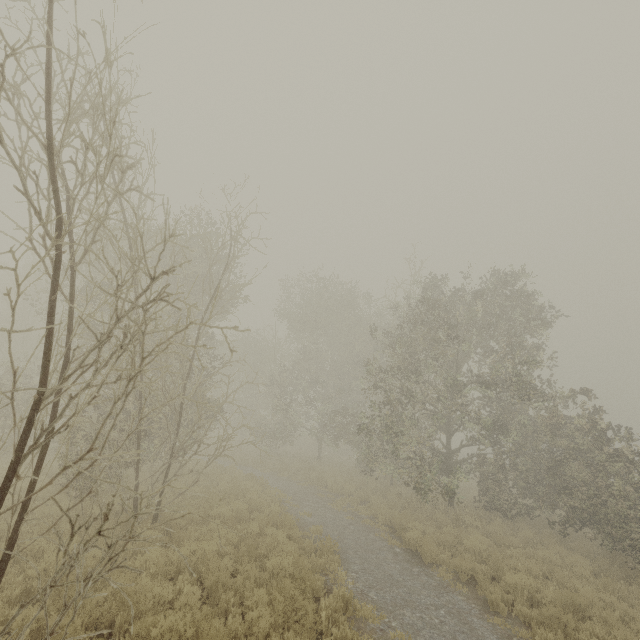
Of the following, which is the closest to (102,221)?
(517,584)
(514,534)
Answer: (517,584)
